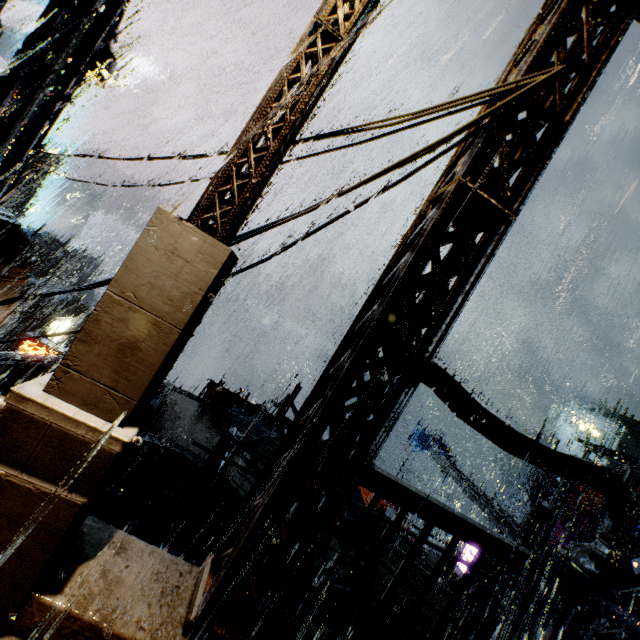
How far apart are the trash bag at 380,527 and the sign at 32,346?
14.4m

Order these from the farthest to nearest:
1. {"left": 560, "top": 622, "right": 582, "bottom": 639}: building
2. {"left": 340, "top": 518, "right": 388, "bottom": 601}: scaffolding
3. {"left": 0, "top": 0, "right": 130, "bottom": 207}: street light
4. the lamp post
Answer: {"left": 340, "top": 518, "right": 388, "bottom": 601}: scaffolding → {"left": 0, "top": 0, "right": 130, "bottom": 207}: street light → {"left": 560, "top": 622, "right": 582, "bottom": 639}: building → the lamp post

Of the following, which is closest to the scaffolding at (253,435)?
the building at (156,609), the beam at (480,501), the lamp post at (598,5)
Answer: the building at (156,609)

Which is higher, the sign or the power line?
the power line

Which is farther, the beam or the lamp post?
the beam

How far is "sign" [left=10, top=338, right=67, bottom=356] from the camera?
14.5 meters

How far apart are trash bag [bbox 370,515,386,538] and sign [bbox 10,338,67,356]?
14.4m

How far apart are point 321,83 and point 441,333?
2.44m
